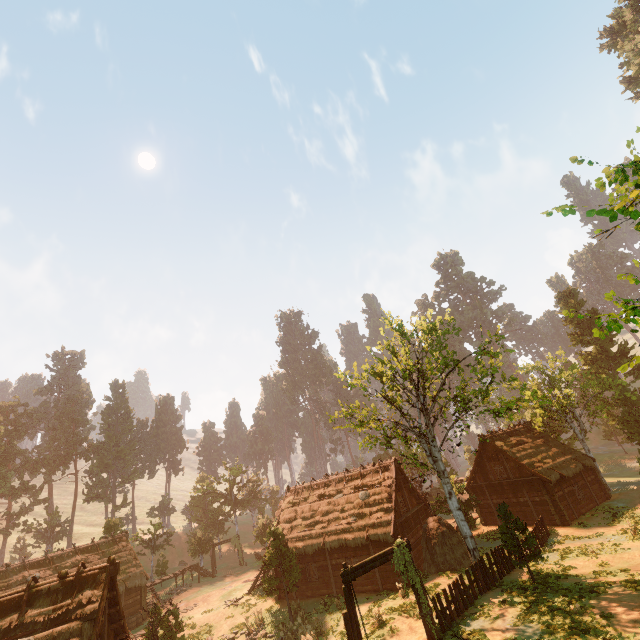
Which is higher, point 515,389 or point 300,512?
point 515,389

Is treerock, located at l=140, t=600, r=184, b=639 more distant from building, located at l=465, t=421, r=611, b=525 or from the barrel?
the barrel

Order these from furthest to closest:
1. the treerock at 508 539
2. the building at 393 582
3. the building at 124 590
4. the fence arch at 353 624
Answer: the building at 393 582 < the treerock at 508 539 < the building at 124 590 < the fence arch at 353 624

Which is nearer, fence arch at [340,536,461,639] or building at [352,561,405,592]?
fence arch at [340,536,461,639]

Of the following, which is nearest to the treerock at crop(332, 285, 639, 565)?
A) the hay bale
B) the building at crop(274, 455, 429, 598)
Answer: the building at crop(274, 455, 429, 598)

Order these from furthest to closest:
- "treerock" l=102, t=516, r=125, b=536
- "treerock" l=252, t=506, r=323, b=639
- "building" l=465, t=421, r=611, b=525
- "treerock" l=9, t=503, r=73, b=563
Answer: "treerock" l=9, t=503, r=73, b=563 → "treerock" l=102, t=516, r=125, b=536 → "building" l=465, t=421, r=611, b=525 → "treerock" l=252, t=506, r=323, b=639

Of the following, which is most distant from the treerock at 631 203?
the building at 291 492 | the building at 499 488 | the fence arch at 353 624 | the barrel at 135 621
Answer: the barrel at 135 621

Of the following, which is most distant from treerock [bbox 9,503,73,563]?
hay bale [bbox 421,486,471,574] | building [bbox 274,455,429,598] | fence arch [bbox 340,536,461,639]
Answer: fence arch [bbox 340,536,461,639]
